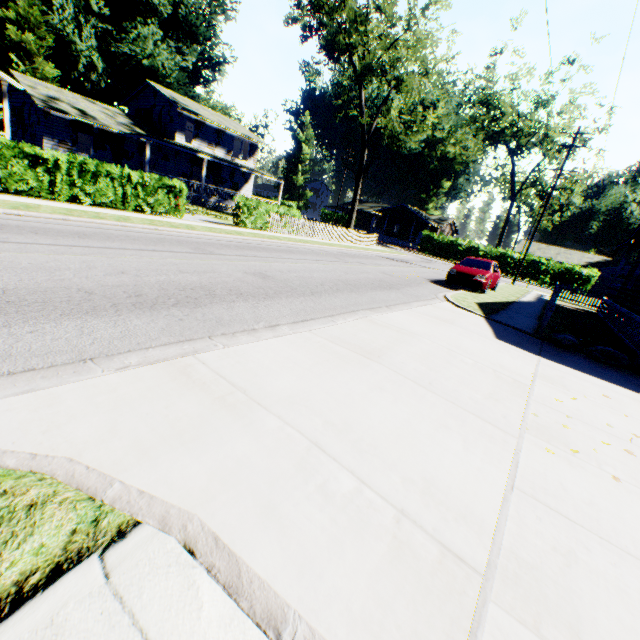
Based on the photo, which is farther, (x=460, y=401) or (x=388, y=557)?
(x=460, y=401)

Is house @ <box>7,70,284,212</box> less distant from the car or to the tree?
the tree

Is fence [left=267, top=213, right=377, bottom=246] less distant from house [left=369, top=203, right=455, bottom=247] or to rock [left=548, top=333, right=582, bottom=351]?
rock [left=548, top=333, right=582, bottom=351]

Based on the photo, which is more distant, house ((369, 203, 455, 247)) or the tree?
house ((369, 203, 455, 247))

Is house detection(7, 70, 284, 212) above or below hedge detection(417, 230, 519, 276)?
above

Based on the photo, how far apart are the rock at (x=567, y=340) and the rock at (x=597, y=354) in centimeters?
11cm

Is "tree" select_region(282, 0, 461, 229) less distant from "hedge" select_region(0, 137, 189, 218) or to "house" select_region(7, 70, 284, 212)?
"house" select_region(7, 70, 284, 212)

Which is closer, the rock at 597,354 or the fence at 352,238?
the rock at 597,354
